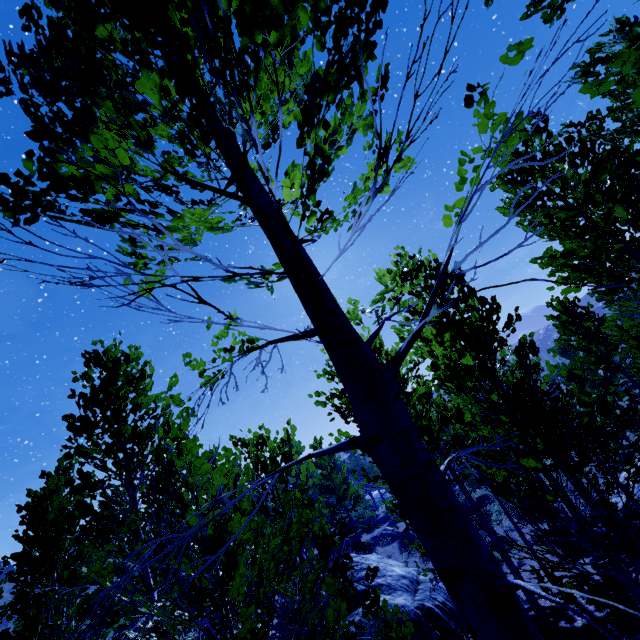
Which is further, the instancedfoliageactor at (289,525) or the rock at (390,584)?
the rock at (390,584)

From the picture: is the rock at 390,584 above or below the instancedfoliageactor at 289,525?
below

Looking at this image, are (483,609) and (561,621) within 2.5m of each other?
no

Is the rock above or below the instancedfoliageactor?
below

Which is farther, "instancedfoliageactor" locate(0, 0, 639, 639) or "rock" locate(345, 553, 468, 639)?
"rock" locate(345, 553, 468, 639)
